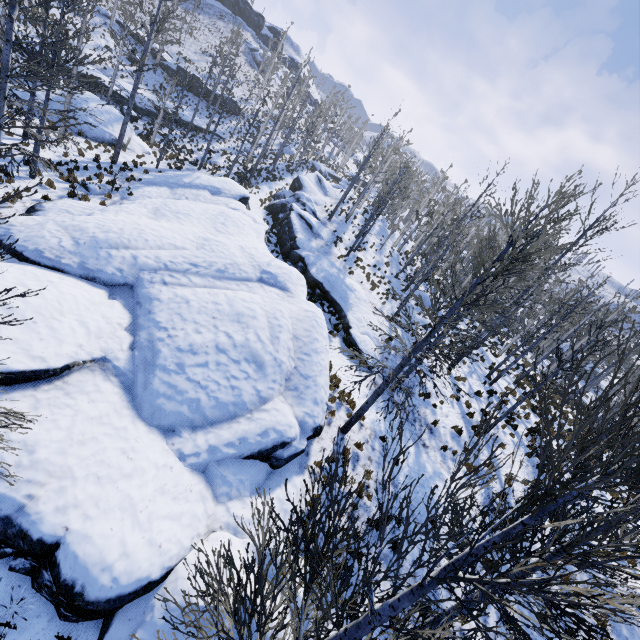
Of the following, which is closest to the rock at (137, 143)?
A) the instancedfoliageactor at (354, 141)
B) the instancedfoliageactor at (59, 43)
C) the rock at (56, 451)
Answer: the instancedfoliageactor at (59, 43)

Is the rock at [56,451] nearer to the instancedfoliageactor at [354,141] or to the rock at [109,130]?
the instancedfoliageactor at [354,141]

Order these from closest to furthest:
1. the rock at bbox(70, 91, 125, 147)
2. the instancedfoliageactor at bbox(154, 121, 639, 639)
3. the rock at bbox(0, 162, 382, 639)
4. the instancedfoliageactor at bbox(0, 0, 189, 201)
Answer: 1. the instancedfoliageactor at bbox(154, 121, 639, 639)
2. the rock at bbox(0, 162, 382, 639)
3. the instancedfoliageactor at bbox(0, 0, 189, 201)
4. the rock at bbox(70, 91, 125, 147)

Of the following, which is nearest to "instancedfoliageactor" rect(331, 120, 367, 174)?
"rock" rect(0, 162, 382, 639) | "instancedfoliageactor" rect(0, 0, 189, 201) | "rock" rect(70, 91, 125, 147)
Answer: "rock" rect(0, 162, 382, 639)

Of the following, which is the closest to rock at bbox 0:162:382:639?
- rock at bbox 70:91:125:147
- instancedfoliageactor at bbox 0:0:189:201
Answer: instancedfoliageactor at bbox 0:0:189:201

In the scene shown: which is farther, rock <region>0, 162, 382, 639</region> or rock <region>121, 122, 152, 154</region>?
rock <region>121, 122, 152, 154</region>

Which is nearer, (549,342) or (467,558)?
(467,558)

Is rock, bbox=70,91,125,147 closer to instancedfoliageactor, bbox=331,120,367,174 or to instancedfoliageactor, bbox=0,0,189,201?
instancedfoliageactor, bbox=0,0,189,201
